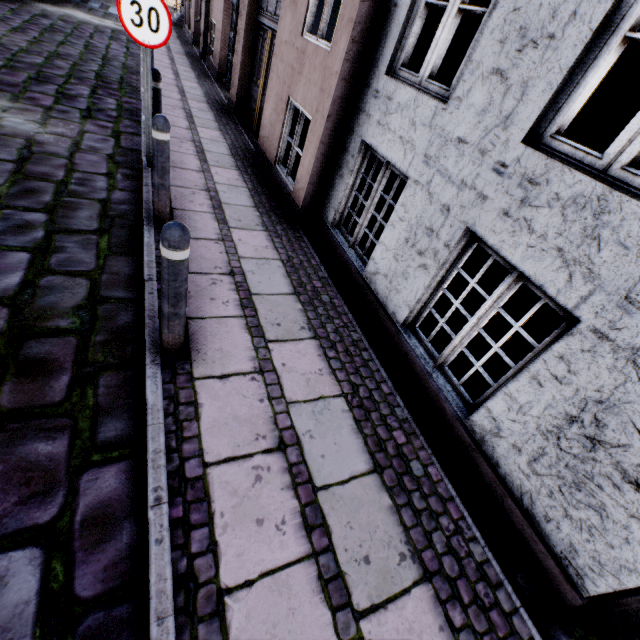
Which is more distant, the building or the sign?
the sign

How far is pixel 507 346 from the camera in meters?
4.2 m

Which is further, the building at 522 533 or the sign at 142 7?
the sign at 142 7
